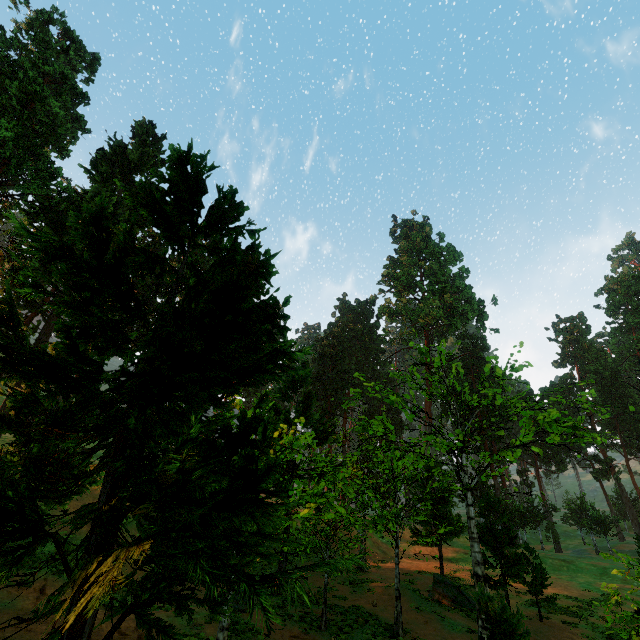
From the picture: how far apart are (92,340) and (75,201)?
28.4 meters
